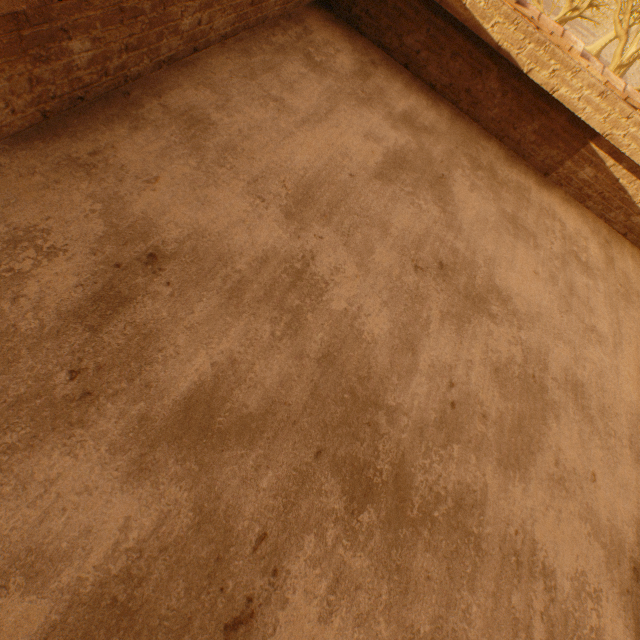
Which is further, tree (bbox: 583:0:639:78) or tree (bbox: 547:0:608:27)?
tree (bbox: 547:0:608:27)

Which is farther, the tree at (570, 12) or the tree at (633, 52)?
the tree at (570, 12)

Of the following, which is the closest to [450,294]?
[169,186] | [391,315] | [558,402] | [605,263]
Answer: [391,315]
